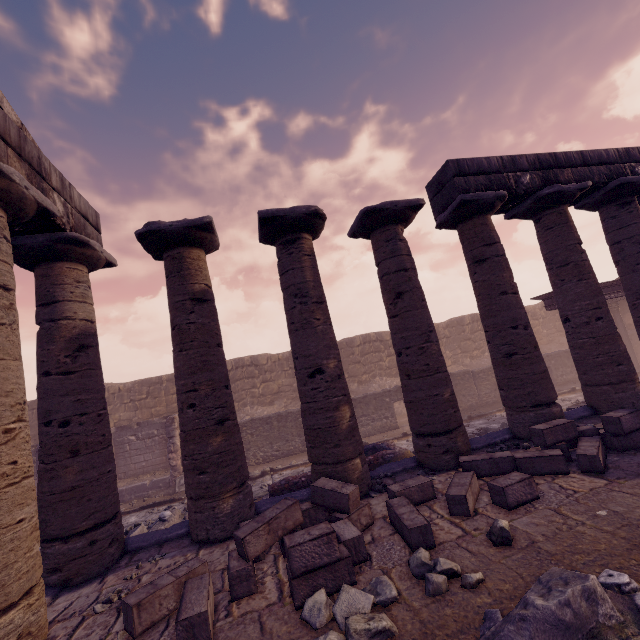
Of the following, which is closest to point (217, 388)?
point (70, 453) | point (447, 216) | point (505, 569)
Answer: point (70, 453)

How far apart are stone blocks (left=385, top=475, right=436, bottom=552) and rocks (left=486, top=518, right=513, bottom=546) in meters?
0.6

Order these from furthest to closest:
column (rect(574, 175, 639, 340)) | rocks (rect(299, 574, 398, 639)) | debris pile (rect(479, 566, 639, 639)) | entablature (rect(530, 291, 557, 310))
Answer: entablature (rect(530, 291, 557, 310))
column (rect(574, 175, 639, 340))
rocks (rect(299, 574, 398, 639))
debris pile (rect(479, 566, 639, 639))

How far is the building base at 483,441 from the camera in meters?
6.9

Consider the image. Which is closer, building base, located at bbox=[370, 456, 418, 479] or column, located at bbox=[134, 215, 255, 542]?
column, located at bbox=[134, 215, 255, 542]

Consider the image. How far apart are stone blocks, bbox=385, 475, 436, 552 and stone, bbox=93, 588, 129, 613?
3.56m

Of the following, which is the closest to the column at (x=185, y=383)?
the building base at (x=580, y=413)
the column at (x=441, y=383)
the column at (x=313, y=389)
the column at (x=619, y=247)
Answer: the building base at (x=580, y=413)

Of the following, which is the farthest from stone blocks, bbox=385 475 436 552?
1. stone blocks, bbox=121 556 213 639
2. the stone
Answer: the stone
